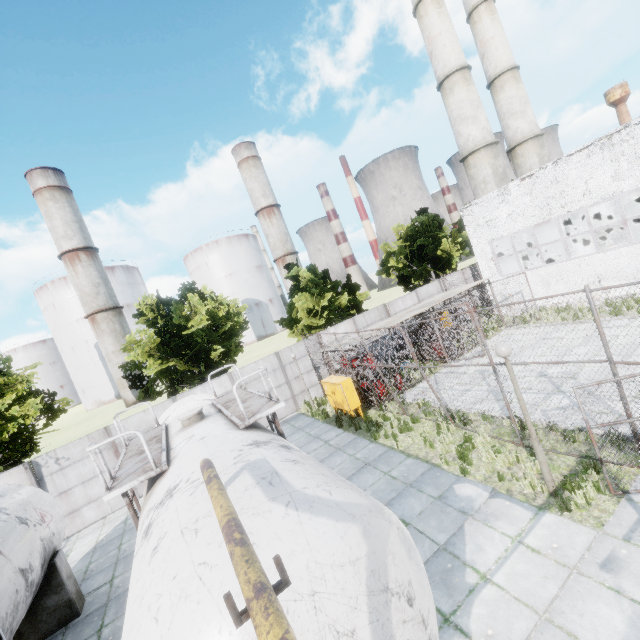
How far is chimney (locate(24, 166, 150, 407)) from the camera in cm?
5238

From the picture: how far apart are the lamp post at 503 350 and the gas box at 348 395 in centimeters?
769cm

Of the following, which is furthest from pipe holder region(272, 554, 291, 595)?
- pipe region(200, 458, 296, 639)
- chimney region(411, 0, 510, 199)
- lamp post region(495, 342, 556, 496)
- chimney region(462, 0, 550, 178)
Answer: chimney region(462, 0, 550, 178)

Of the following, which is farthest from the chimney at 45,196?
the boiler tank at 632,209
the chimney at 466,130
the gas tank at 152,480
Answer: the boiler tank at 632,209

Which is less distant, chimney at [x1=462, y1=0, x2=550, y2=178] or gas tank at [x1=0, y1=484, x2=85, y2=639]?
gas tank at [x1=0, y1=484, x2=85, y2=639]

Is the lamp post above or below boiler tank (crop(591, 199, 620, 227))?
below

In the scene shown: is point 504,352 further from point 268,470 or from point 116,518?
point 116,518

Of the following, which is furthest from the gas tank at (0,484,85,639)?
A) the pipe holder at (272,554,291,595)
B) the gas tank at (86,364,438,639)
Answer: the pipe holder at (272,554,291,595)
